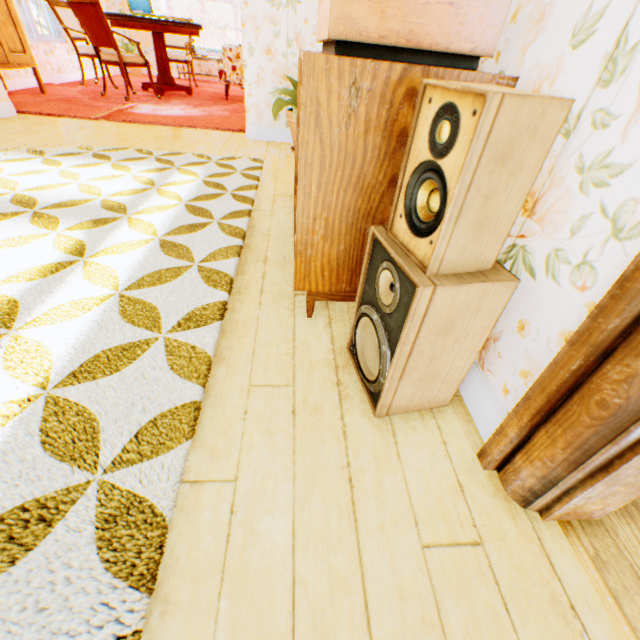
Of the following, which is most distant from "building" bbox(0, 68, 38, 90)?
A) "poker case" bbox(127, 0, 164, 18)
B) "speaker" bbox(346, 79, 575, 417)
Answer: "poker case" bbox(127, 0, 164, 18)

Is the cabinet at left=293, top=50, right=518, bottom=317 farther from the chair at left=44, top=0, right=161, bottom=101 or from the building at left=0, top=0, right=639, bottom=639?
the chair at left=44, top=0, right=161, bottom=101

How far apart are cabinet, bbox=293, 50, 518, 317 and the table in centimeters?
525cm

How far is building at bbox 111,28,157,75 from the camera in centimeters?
860cm

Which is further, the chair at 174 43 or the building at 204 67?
the building at 204 67

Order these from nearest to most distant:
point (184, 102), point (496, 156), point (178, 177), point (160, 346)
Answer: point (496, 156) < point (160, 346) < point (178, 177) < point (184, 102)

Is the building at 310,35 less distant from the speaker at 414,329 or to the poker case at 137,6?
the speaker at 414,329
